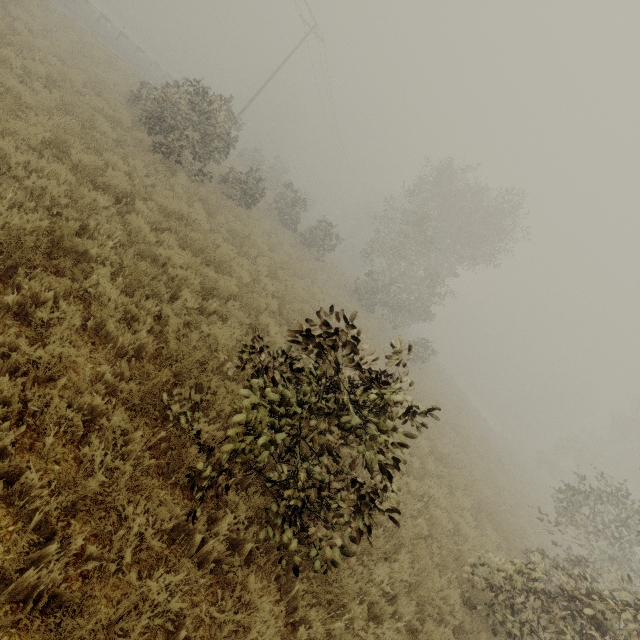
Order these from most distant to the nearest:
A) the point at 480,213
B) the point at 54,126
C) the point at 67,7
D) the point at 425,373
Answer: the point at 425,373
the point at 480,213
the point at 67,7
the point at 54,126
